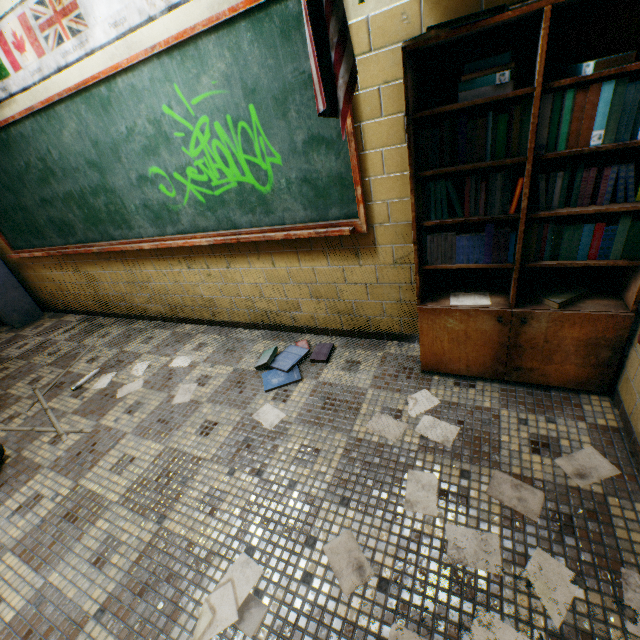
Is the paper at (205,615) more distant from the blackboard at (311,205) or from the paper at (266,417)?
the blackboard at (311,205)

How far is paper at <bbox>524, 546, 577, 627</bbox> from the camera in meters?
1.1

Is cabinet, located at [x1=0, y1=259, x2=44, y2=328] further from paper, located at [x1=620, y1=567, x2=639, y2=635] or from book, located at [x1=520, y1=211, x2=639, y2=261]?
paper, located at [x1=620, y1=567, x2=639, y2=635]

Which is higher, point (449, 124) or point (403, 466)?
point (449, 124)

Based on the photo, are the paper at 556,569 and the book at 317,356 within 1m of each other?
no

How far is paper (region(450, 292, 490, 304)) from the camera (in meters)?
1.84

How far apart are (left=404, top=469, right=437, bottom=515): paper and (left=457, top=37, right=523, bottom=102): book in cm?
114

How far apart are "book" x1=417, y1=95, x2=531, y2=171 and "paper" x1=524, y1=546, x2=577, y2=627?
1.3m
